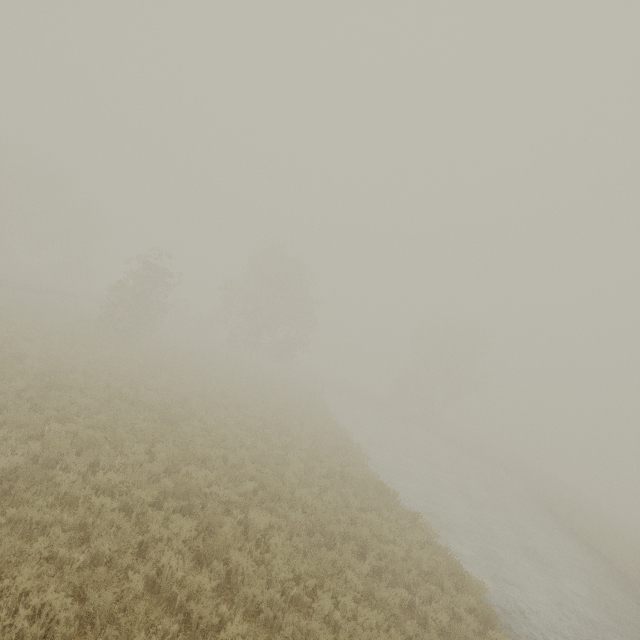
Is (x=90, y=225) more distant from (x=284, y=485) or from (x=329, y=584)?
(x=329, y=584)
